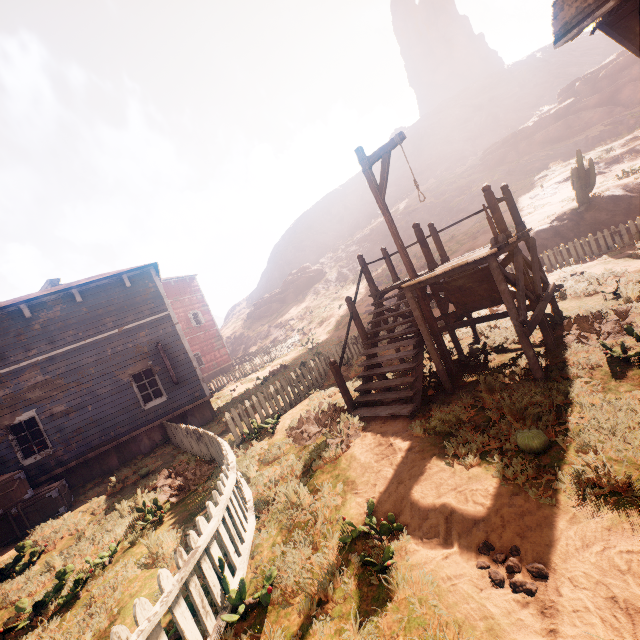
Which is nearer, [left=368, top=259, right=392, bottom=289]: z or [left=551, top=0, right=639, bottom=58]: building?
[left=551, top=0, right=639, bottom=58]: building

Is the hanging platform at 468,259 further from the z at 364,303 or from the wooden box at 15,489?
the wooden box at 15,489

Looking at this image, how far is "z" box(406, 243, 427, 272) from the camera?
26.66m

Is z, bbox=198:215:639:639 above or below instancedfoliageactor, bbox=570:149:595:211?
below

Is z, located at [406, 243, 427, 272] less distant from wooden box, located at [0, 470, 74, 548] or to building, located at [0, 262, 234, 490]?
building, located at [0, 262, 234, 490]

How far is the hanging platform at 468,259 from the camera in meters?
5.6

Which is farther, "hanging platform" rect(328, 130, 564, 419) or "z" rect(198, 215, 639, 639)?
"hanging platform" rect(328, 130, 564, 419)

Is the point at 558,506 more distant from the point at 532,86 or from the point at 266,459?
the point at 532,86
